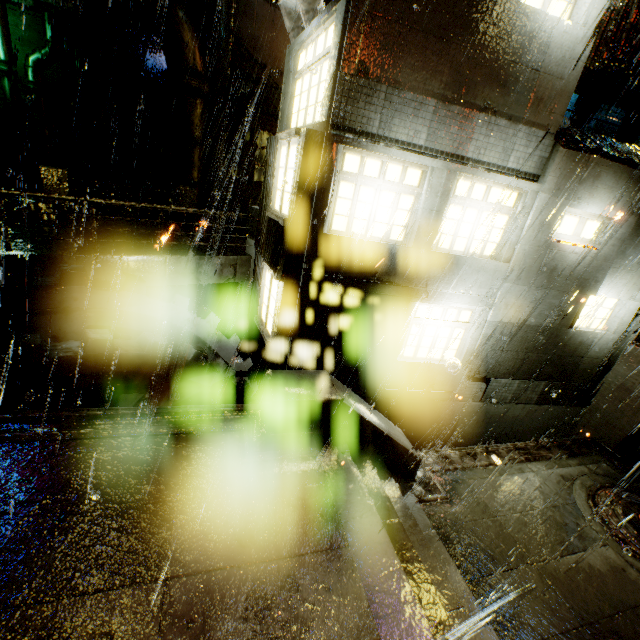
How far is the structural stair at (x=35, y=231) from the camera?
8.1 meters

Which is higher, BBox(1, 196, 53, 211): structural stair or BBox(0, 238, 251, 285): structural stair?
BBox(1, 196, 53, 211): structural stair

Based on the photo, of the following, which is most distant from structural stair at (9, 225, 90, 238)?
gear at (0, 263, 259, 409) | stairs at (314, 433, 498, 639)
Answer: stairs at (314, 433, 498, 639)

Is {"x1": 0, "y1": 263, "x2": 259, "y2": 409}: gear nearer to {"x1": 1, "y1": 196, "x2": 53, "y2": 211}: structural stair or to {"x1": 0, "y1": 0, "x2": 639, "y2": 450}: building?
{"x1": 0, "y1": 0, "x2": 639, "y2": 450}: building

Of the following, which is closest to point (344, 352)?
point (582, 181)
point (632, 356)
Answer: point (582, 181)

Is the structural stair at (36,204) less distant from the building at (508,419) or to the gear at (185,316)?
the building at (508,419)

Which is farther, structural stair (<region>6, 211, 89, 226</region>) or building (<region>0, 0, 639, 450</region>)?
structural stair (<region>6, 211, 89, 226</region>)

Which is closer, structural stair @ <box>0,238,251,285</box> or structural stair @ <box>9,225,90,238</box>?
structural stair @ <box>0,238,251,285</box>
